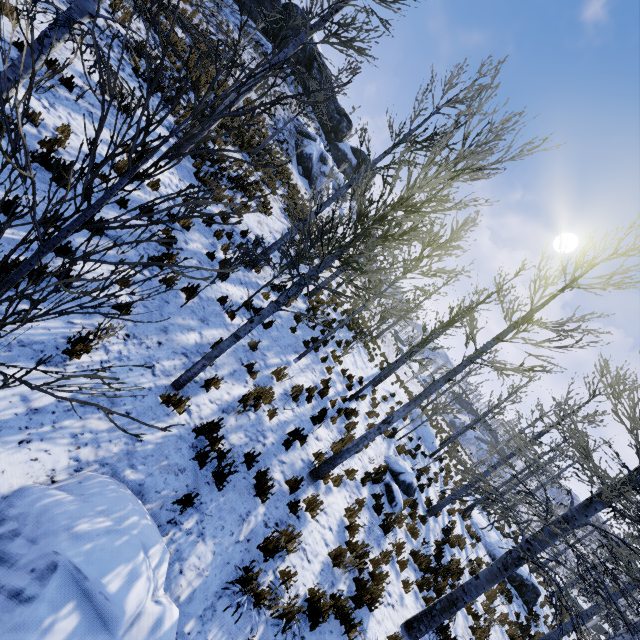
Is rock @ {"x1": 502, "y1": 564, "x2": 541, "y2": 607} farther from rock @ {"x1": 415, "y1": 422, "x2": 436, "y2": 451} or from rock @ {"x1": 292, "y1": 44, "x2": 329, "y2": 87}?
rock @ {"x1": 292, "y1": 44, "x2": 329, "y2": 87}

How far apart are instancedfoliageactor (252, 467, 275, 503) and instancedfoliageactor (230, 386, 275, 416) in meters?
1.4

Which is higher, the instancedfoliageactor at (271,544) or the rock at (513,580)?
the rock at (513,580)

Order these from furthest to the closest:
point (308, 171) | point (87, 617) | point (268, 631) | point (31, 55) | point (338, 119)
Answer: point (338, 119), point (308, 171), point (268, 631), point (87, 617), point (31, 55)

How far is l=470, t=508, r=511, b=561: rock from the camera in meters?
16.2

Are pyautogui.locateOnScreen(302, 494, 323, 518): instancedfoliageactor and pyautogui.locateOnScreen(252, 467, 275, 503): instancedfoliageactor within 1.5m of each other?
yes

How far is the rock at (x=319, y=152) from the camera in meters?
25.6

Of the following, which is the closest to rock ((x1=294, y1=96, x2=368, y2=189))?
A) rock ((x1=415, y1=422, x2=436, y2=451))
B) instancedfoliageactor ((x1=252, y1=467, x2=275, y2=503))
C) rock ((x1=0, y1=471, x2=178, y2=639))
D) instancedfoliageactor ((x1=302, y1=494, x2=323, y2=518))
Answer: rock ((x1=415, y1=422, x2=436, y2=451))
